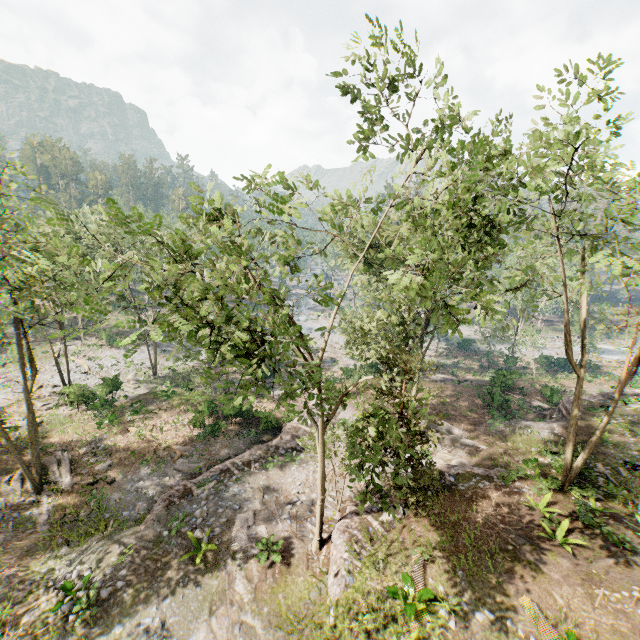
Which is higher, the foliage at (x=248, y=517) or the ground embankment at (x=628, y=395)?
the ground embankment at (x=628, y=395)

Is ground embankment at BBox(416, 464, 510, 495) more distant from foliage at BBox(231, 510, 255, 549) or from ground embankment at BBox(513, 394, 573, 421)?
ground embankment at BBox(513, 394, 573, 421)

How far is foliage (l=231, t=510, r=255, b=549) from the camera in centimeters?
1564cm

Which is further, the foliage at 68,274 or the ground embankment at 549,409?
the ground embankment at 549,409

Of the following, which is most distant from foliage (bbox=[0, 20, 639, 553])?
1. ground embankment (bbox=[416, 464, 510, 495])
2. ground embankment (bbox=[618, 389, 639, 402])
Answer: ground embankment (bbox=[618, 389, 639, 402])

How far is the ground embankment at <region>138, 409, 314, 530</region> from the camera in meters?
18.5 m

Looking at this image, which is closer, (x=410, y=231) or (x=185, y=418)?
(x=410, y=231)

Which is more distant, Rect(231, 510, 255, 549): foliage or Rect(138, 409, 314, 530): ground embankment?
Rect(138, 409, 314, 530): ground embankment
